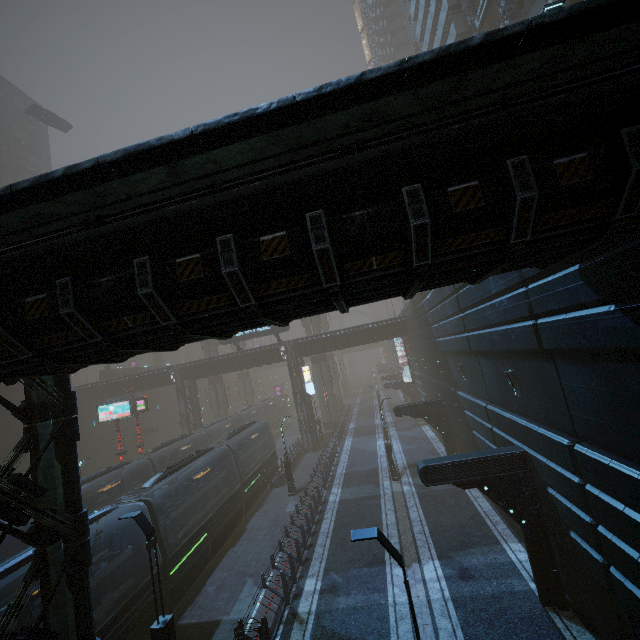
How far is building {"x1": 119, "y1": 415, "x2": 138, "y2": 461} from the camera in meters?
43.4 m

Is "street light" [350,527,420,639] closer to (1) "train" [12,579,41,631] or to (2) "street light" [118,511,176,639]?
(2) "street light" [118,511,176,639]

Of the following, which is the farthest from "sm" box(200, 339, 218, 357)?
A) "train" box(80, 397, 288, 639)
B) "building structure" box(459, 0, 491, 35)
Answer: "building structure" box(459, 0, 491, 35)

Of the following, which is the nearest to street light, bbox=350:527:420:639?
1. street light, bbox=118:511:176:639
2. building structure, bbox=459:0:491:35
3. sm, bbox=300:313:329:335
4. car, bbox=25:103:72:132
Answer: street light, bbox=118:511:176:639

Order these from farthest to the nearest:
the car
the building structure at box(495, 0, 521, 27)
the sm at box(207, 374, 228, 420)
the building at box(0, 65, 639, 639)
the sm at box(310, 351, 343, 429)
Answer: the sm at box(207, 374, 228, 420) < the sm at box(310, 351, 343, 429) < the car < the building structure at box(495, 0, 521, 27) < the building at box(0, 65, 639, 639)

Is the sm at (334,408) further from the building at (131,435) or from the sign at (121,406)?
the sign at (121,406)

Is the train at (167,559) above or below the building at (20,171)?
below

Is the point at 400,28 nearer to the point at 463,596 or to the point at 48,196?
the point at 48,196
